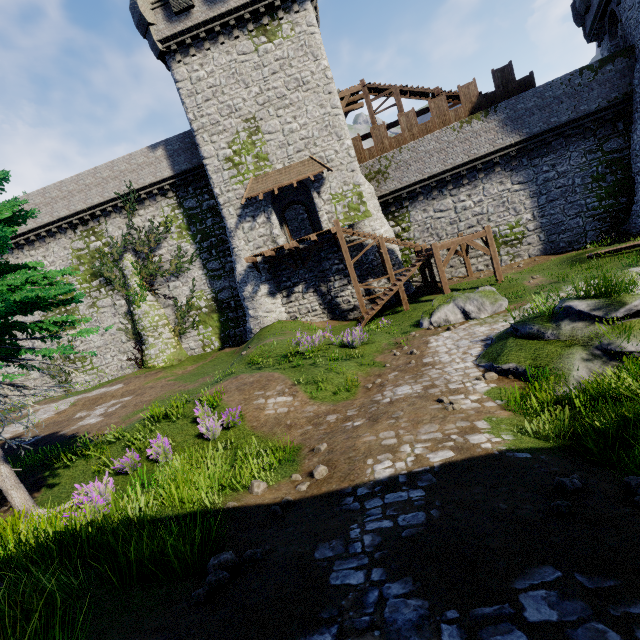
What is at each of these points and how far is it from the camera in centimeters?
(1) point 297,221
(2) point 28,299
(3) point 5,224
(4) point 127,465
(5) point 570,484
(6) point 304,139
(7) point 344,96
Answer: (1) building, 2962cm
(2) instancedfoliageactor, 643cm
(3) instancedfoliageactor, 762cm
(4) instancedfoliageactor, 808cm
(5) instancedfoliageactor, 368cm
(6) building, 2100cm
(7) wooden platform, 2345cm

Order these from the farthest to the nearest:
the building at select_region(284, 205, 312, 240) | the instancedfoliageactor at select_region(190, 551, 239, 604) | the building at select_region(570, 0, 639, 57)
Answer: the building at select_region(284, 205, 312, 240) < the building at select_region(570, 0, 639, 57) < the instancedfoliageactor at select_region(190, 551, 239, 604)

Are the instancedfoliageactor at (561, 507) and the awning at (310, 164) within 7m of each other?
no

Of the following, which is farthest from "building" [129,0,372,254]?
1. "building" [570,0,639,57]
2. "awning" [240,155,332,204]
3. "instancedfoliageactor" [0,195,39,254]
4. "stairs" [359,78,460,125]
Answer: "building" [570,0,639,57]

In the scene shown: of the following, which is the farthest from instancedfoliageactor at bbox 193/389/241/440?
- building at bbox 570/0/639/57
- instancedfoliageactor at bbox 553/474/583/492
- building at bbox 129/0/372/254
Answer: building at bbox 570/0/639/57

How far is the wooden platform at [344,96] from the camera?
23.28m

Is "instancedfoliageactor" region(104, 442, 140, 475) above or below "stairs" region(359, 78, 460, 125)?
below

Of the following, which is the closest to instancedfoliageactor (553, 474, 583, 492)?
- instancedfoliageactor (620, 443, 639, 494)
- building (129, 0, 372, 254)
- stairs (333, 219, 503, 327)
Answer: instancedfoliageactor (620, 443, 639, 494)
